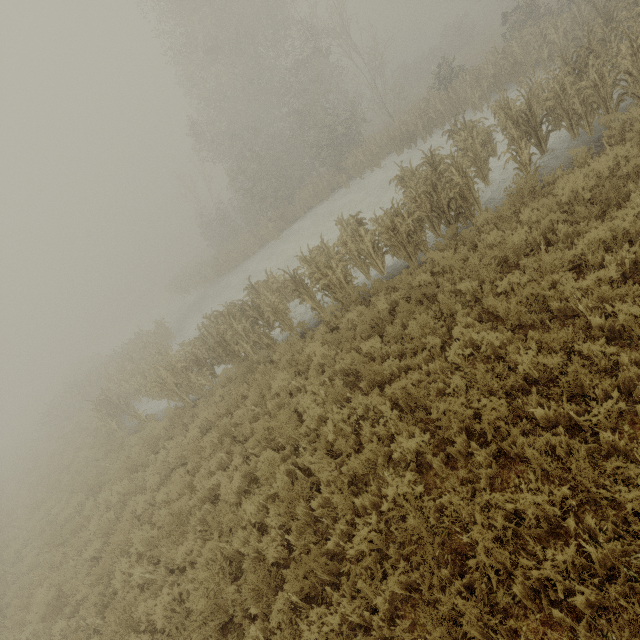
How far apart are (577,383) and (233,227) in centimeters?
3511cm
